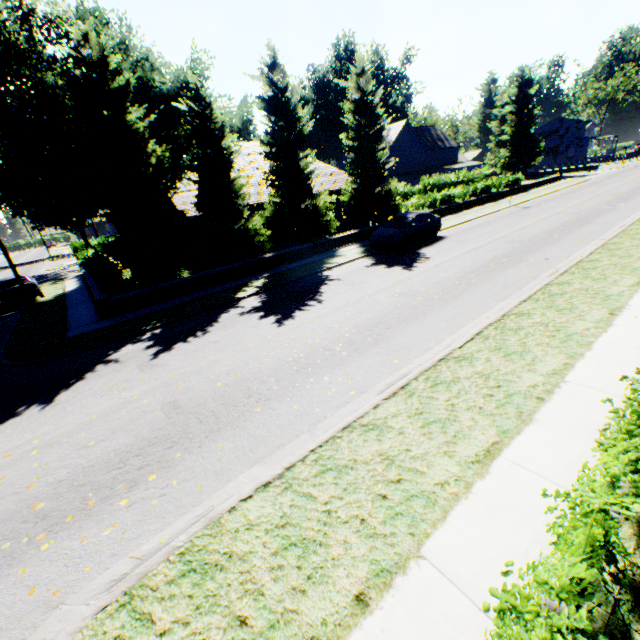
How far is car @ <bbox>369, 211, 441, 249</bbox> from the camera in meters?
17.0 m

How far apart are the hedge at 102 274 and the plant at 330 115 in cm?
4993

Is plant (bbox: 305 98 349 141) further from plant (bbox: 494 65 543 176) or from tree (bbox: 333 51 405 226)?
tree (bbox: 333 51 405 226)

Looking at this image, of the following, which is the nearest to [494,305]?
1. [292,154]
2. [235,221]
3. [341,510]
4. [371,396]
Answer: [371,396]

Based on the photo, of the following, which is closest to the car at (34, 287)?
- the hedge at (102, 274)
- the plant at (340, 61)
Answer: the hedge at (102, 274)

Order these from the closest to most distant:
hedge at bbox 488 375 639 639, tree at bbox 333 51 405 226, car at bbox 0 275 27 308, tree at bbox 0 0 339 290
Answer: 1. hedge at bbox 488 375 639 639
2. tree at bbox 0 0 339 290
3. car at bbox 0 275 27 308
4. tree at bbox 333 51 405 226

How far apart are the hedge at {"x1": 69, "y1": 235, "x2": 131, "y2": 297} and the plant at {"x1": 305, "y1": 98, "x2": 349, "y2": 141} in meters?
49.9 m

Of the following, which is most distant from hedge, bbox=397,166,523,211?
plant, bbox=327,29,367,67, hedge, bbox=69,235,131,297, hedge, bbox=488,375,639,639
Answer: hedge, bbox=488,375,639,639
